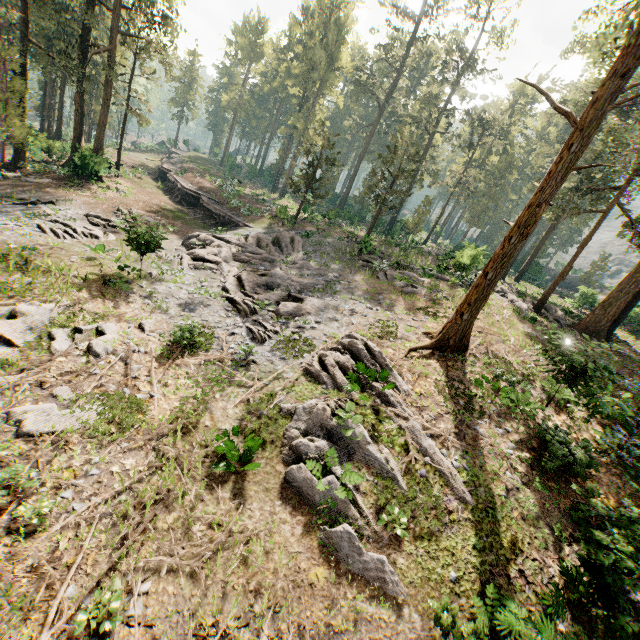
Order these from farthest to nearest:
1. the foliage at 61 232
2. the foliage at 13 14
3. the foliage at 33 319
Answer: the foliage at 13 14
the foliage at 61 232
the foliage at 33 319

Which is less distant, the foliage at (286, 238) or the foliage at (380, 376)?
the foliage at (380, 376)

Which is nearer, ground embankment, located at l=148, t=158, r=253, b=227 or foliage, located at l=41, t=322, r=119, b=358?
foliage, located at l=41, t=322, r=119, b=358

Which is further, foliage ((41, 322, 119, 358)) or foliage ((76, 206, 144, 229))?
foliage ((76, 206, 144, 229))

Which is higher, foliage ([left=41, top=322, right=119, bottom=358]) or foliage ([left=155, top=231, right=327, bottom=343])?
foliage ([left=155, top=231, right=327, bottom=343])

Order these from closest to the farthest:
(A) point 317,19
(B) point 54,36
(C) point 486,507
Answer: (C) point 486,507 → (B) point 54,36 → (A) point 317,19
